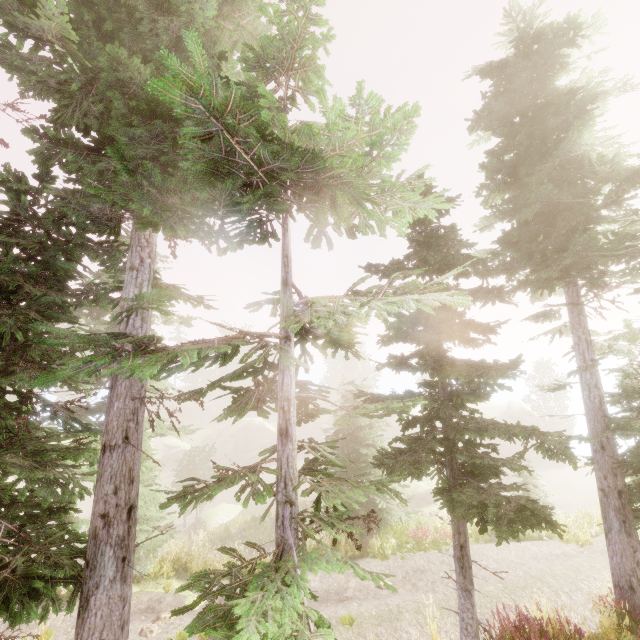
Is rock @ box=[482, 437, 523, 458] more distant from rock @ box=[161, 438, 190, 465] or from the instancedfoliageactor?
rock @ box=[161, 438, 190, 465]

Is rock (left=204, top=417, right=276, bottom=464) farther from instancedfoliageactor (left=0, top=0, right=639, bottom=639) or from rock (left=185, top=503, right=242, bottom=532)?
rock (left=185, top=503, right=242, bottom=532)

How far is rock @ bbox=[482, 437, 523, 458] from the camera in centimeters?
4191cm

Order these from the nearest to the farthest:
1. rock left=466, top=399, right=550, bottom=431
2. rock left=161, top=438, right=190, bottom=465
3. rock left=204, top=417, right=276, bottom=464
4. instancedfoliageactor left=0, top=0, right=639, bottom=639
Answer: instancedfoliageactor left=0, top=0, right=639, bottom=639 → rock left=466, top=399, right=550, bottom=431 → rock left=161, top=438, right=190, bottom=465 → rock left=204, top=417, right=276, bottom=464

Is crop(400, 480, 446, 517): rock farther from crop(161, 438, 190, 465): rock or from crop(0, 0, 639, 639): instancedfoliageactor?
crop(161, 438, 190, 465): rock

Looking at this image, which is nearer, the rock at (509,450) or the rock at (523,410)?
the rock at (509,450)

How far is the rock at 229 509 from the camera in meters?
29.3

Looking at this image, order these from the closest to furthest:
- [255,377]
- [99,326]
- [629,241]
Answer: [255,377], [629,241], [99,326]
